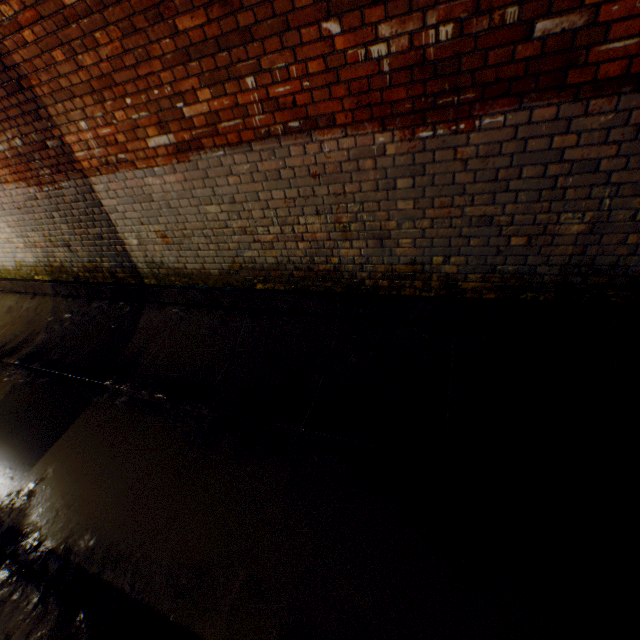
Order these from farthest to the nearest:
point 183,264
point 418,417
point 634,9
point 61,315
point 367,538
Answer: point 61,315 < point 183,264 < point 418,417 < point 367,538 < point 634,9
